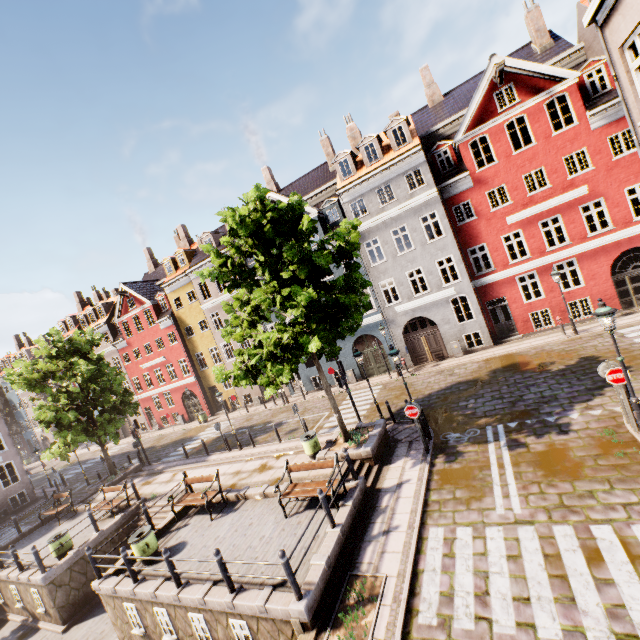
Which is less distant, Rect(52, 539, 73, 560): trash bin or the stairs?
the stairs

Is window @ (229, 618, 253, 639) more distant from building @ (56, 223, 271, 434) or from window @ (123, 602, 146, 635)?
building @ (56, 223, 271, 434)

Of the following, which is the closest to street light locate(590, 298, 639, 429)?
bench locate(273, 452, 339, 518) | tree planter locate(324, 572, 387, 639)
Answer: tree planter locate(324, 572, 387, 639)

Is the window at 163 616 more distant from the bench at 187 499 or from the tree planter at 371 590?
the tree planter at 371 590

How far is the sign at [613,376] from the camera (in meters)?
8.77

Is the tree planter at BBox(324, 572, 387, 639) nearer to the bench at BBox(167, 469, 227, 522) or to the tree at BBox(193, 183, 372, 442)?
the tree at BBox(193, 183, 372, 442)

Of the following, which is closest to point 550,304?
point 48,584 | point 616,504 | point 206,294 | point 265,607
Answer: point 616,504

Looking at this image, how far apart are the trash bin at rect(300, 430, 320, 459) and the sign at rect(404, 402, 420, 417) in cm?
406
